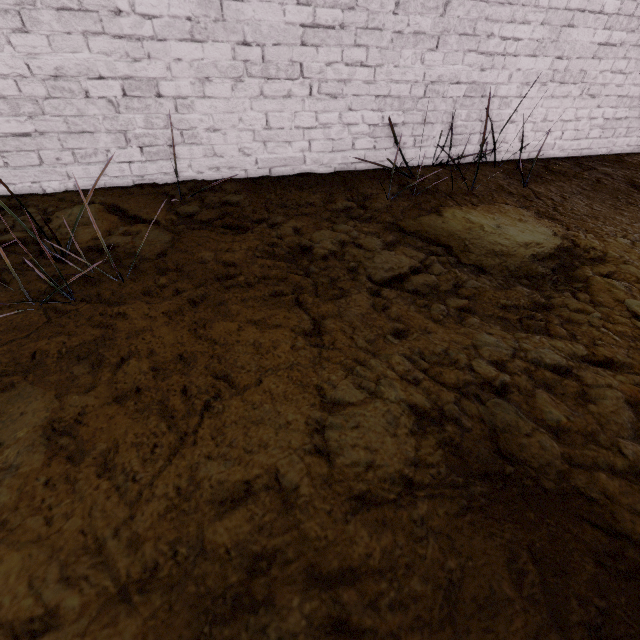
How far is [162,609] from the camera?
0.7m
